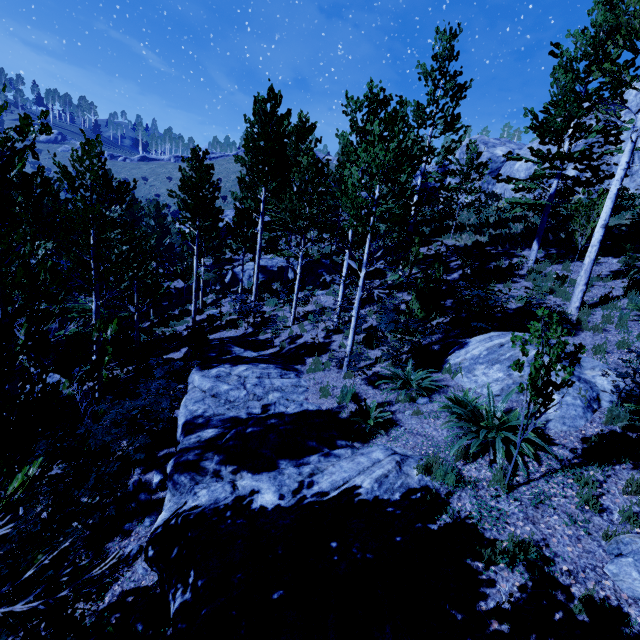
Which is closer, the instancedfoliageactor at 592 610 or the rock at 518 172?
the instancedfoliageactor at 592 610

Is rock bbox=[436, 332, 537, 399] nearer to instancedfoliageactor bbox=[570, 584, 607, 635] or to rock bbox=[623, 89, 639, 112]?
instancedfoliageactor bbox=[570, 584, 607, 635]

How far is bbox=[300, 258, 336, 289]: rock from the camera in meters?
18.2

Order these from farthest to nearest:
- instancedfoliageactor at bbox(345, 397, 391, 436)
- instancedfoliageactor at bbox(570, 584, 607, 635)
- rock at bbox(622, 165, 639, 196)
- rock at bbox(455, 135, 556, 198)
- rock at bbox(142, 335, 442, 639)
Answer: rock at bbox(455, 135, 556, 198), rock at bbox(622, 165, 639, 196), instancedfoliageactor at bbox(345, 397, 391, 436), rock at bbox(142, 335, 442, 639), instancedfoliageactor at bbox(570, 584, 607, 635)

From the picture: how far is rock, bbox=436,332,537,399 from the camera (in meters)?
7.10

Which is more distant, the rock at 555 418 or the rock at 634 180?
the rock at 634 180

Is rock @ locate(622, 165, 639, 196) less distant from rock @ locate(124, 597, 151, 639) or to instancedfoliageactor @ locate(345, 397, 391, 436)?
instancedfoliageactor @ locate(345, 397, 391, 436)

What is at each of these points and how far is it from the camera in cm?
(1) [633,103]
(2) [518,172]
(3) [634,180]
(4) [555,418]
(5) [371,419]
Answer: (1) rock, 2055
(2) rock, 2764
(3) rock, 2022
(4) rock, 602
(5) instancedfoliageactor, 688
